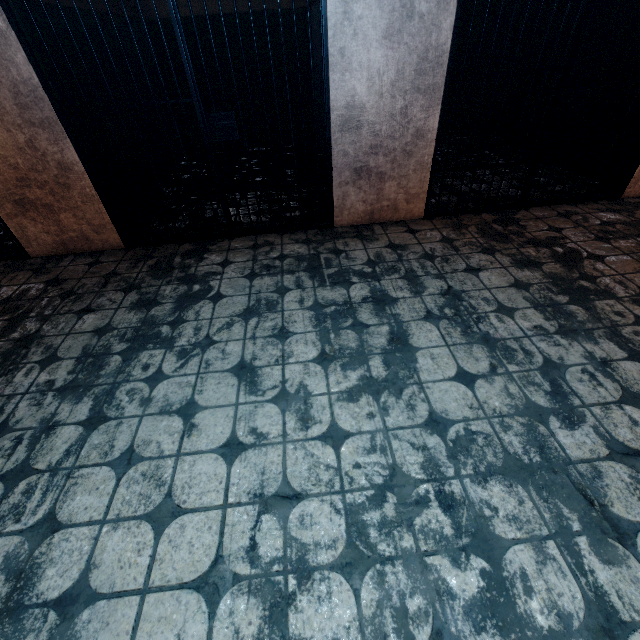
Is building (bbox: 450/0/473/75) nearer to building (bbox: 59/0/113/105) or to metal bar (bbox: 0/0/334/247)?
building (bbox: 59/0/113/105)

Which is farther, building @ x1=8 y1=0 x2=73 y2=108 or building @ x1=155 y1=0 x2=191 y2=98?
building @ x1=155 y1=0 x2=191 y2=98

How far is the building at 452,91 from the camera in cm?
469

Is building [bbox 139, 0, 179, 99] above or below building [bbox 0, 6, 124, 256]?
above

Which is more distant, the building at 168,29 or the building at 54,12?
the building at 168,29

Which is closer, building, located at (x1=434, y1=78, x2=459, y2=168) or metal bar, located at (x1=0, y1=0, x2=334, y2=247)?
metal bar, located at (x1=0, y1=0, x2=334, y2=247)

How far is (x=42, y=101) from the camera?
2.4m

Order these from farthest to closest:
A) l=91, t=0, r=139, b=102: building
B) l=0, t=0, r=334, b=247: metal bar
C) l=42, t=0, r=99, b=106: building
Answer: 1. l=91, t=0, r=139, b=102: building
2. l=42, t=0, r=99, b=106: building
3. l=0, t=0, r=334, b=247: metal bar
